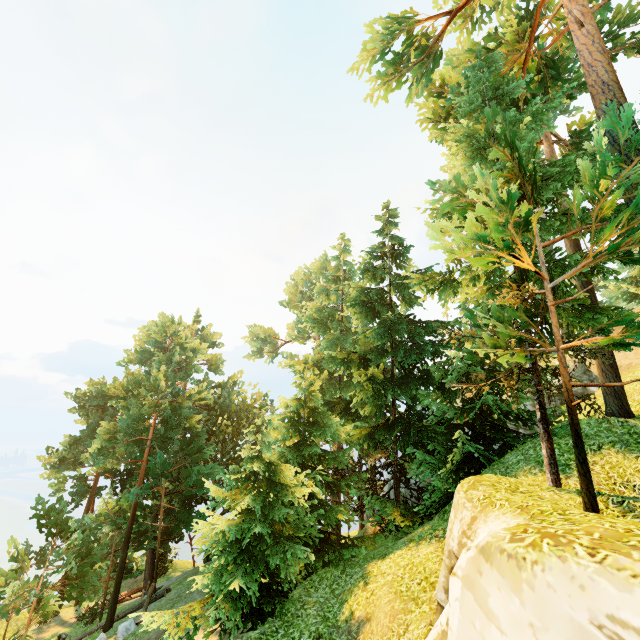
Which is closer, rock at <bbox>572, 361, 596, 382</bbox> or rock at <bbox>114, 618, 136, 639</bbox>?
rock at <bbox>114, 618, 136, 639</bbox>

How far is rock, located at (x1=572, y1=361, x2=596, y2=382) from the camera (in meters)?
21.30

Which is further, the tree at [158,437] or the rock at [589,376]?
the rock at [589,376]

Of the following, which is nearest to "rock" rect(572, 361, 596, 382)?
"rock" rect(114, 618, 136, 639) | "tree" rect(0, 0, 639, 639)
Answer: "tree" rect(0, 0, 639, 639)

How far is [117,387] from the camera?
29.08m

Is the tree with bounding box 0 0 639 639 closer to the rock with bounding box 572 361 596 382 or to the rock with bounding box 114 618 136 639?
the rock with bounding box 114 618 136 639

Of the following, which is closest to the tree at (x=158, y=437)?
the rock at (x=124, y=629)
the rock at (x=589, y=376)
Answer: the rock at (x=124, y=629)

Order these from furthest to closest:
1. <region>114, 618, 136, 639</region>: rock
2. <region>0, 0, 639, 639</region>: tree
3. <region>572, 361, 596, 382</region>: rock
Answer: <region>572, 361, 596, 382</region>: rock < <region>114, 618, 136, 639</region>: rock < <region>0, 0, 639, 639</region>: tree
